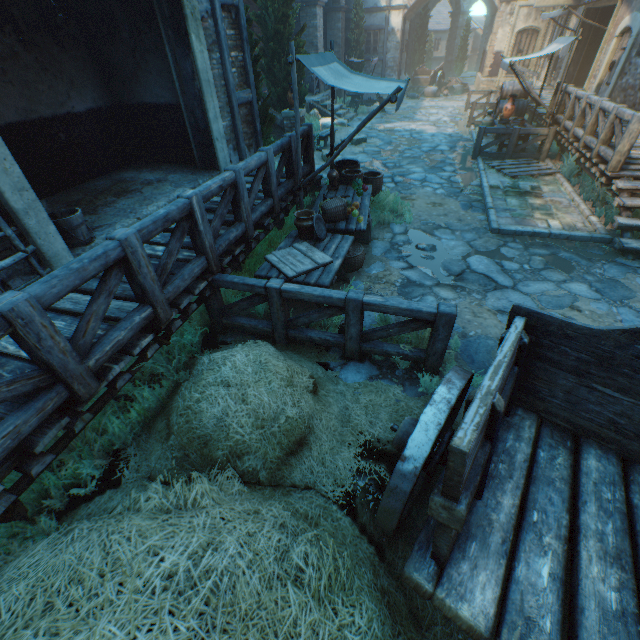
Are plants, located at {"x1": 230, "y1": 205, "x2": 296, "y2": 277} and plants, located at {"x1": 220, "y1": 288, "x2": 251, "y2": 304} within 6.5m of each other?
yes

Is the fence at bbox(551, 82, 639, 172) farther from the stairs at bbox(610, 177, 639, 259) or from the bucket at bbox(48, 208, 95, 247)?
the bucket at bbox(48, 208, 95, 247)

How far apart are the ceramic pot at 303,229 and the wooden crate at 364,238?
1.2 meters

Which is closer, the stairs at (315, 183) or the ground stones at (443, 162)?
the stairs at (315, 183)

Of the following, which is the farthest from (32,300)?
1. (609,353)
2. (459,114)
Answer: (459,114)

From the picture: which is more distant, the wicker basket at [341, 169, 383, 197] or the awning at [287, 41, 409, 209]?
the wicker basket at [341, 169, 383, 197]

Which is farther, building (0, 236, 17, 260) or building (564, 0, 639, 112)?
building (564, 0, 639, 112)

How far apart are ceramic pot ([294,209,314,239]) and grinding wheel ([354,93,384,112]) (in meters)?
17.15
